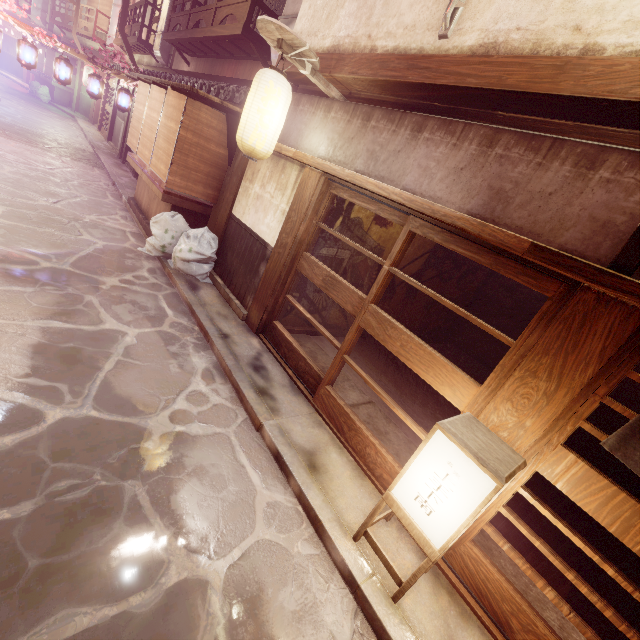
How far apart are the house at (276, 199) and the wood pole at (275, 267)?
0.01m

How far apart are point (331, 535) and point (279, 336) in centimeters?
559cm

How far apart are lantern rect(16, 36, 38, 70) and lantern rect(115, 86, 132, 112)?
3.7 meters

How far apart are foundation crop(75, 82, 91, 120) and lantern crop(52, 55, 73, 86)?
Answer: 26.8 meters

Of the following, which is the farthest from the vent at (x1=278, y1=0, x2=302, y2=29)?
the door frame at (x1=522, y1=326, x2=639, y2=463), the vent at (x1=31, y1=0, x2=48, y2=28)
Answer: the vent at (x1=31, y1=0, x2=48, y2=28)

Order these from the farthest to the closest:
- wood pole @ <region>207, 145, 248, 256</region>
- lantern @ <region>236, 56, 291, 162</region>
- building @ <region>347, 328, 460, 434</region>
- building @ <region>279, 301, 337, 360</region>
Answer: wood pole @ <region>207, 145, 248, 256</region>, building @ <region>279, 301, 337, 360</region>, building @ <region>347, 328, 460, 434</region>, lantern @ <region>236, 56, 291, 162</region>

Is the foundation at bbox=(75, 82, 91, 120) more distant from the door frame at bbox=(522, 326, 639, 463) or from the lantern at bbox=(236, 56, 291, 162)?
the door frame at bbox=(522, 326, 639, 463)

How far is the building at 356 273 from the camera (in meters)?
10.20
